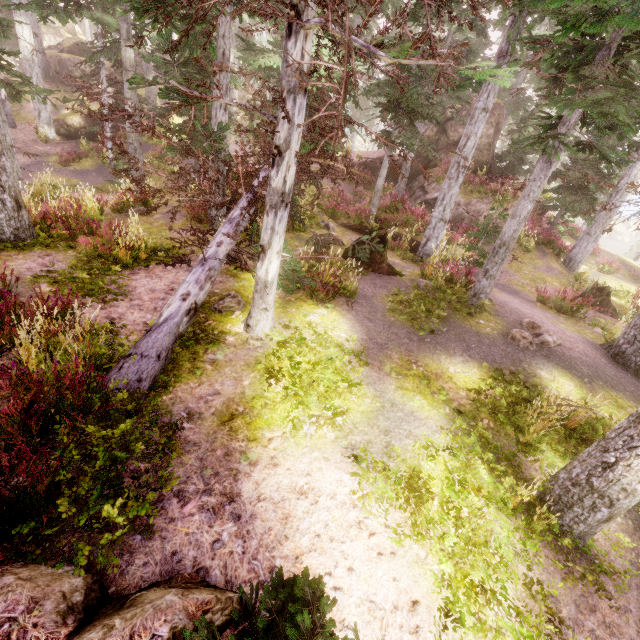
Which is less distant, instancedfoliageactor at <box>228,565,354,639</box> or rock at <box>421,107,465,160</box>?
instancedfoliageactor at <box>228,565,354,639</box>

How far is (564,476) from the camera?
4.3 meters

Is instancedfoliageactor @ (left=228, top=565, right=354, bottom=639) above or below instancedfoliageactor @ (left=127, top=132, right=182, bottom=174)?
above

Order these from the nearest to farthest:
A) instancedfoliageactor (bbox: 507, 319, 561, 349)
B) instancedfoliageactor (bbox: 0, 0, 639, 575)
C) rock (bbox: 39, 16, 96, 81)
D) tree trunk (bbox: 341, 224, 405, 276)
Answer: instancedfoliageactor (bbox: 0, 0, 639, 575) < instancedfoliageactor (bbox: 507, 319, 561, 349) < tree trunk (bbox: 341, 224, 405, 276) < rock (bbox: 39, 16, 96, 81)

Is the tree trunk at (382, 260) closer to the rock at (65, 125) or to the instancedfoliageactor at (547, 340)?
the instancedfoliageactor at (547, 340)

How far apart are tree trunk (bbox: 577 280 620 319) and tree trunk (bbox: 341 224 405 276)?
9.88m

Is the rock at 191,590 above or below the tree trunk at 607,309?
above

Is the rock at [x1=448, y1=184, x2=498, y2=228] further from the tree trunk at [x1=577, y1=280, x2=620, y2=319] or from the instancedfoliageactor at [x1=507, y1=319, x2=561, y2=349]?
the tree trunk at [x1=577, y1=280, x2=620, y2=319]
